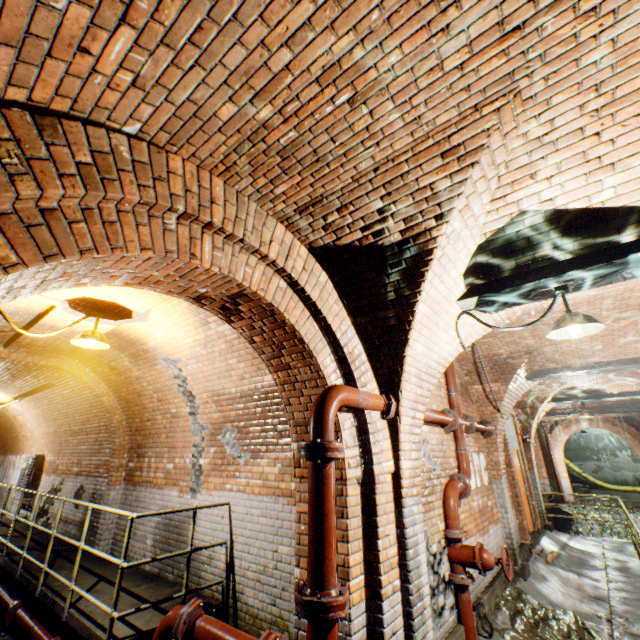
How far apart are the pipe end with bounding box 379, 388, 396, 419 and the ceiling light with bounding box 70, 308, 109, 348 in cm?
355

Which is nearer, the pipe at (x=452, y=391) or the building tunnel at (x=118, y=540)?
the pipe at (x=452, y=391)

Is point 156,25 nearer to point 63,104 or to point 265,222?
point 63,104

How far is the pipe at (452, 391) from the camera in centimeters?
544cm

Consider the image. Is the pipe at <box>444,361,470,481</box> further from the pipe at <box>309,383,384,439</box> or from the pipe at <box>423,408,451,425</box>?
the pipe at <box>309,383,384,439</box>

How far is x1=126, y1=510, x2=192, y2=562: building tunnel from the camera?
5.40m

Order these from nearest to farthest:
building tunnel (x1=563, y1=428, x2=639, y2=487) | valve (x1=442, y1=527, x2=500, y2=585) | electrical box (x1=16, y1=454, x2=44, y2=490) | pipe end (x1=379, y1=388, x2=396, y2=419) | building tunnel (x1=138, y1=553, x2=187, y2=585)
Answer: pipe end (x1=379, y1=388, x2=396, y2=419), valve (x1=442, y1=527, x2=500, y2=585), building tunnel (x1=138, y1=553, x2=187, y2=585), electrical box (x1=16, y1=454, x2=44, y2=490), building tunnel (x1=563, y1=428, x2=639, y2=487)

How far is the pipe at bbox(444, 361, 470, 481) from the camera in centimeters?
544cm
